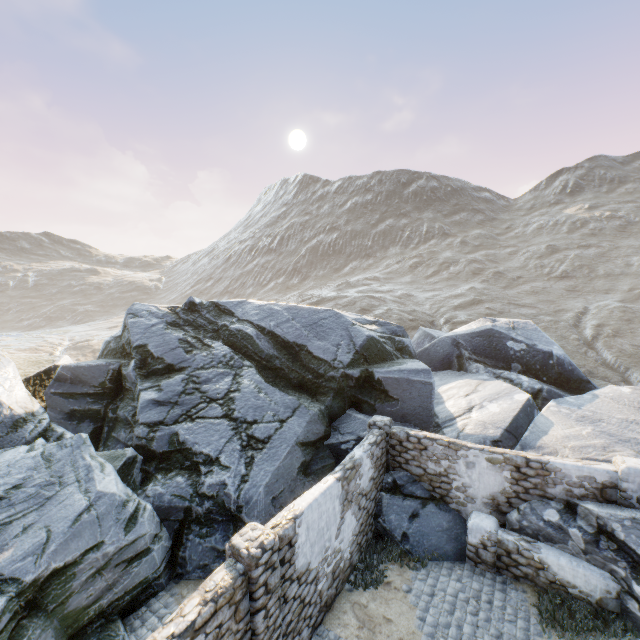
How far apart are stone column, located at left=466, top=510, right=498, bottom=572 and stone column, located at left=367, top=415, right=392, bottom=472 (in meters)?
2.53

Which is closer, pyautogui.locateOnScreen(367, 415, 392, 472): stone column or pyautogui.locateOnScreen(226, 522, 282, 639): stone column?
pyautogui.locateOnScreen(226, 522, 282, 639): stone column

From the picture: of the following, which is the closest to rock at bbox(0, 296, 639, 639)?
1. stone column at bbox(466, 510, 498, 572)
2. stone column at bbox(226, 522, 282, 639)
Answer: stone column at bbox(466, 510, 498, 572)

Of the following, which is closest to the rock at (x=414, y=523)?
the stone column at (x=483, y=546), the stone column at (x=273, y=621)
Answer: the stone column at (x=483, y=546)

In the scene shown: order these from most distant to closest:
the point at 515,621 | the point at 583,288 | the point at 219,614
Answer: the point at 583,288
the point at 515,621
the point at 219,614

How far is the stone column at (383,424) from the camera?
10.4 meters

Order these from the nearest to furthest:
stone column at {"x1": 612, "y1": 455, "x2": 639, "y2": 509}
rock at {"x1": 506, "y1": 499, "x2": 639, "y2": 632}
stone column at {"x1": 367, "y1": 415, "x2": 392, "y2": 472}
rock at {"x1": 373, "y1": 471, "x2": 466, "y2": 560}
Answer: rock at {"x1": 506, "y1": 499, "x2": 639, "y2": 632} → stone column at {"x1": 612, "y1": 455, "x2": 639, "y2": 509} → rock at {"x1": 373, "y1": 471, "x2": 466, "y2": 560} → stone column at {"x1": 367, "y1": 415, "x2": 392, "y2": 472}

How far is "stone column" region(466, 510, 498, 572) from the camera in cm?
848
